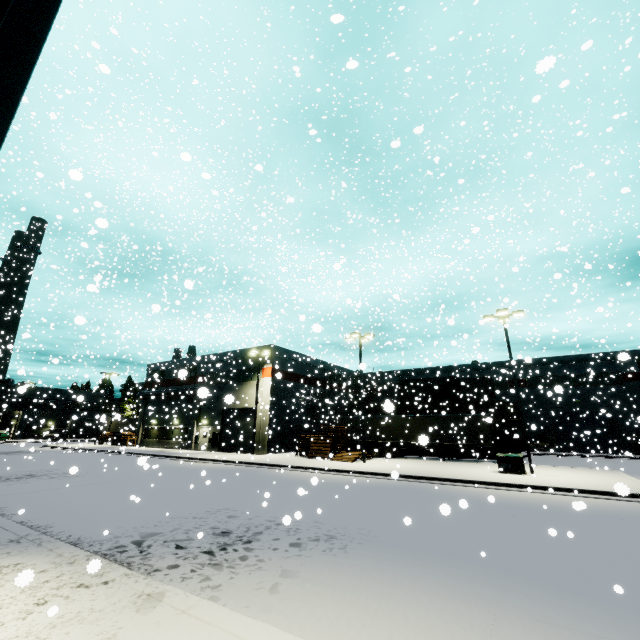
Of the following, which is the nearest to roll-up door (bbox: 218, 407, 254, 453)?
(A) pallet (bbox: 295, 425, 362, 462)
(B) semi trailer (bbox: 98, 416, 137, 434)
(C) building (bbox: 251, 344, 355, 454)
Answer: (C) building (bbox: 251, 344, 355, 454)

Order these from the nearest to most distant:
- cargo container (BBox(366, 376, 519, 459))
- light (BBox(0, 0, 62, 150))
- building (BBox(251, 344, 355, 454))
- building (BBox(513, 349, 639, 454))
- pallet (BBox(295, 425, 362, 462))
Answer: light (BBox(0, 0, 62, 150)) < pallet (BBox(295, 425, 362, 462)) < cargo container (BBox(366, 376, 519, 459)) < building (BBox(251, 344, 355, 454)) < building (BBox(513, 349, 639, 454))

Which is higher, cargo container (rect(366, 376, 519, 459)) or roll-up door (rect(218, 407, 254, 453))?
cargo container (rect(366, 376, 519, 459))

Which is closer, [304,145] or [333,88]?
[333,88]

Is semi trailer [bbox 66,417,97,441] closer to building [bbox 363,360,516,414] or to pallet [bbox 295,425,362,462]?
building [bbox 363,360,516,414]

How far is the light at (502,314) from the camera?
18.88m

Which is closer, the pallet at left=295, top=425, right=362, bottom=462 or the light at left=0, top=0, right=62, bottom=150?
the light at left=0, top=0, right=62, bottom=150

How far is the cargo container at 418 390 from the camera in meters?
29.8 m
